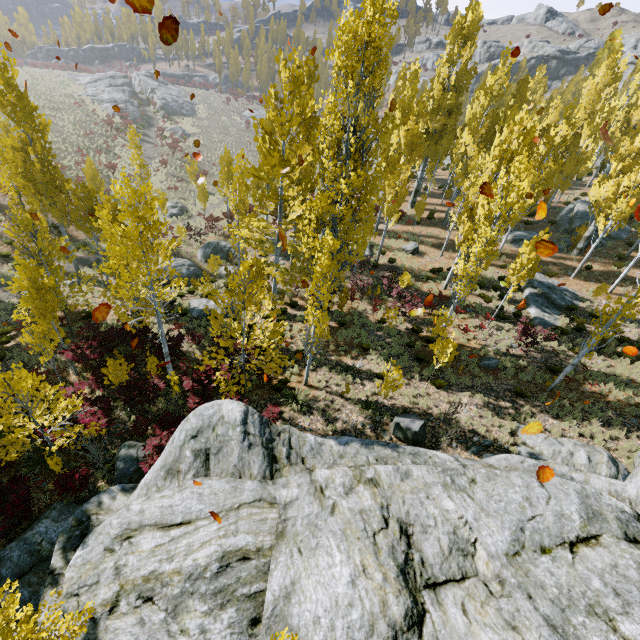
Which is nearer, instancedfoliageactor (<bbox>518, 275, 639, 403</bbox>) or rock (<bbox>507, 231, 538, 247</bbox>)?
instancedfoliageactor (<bbox>518, 275, 639, 403</bbox>)

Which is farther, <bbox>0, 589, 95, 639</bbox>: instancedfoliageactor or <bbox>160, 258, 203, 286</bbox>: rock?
<bbox>160, 258, 203, 286</bbox>: rock

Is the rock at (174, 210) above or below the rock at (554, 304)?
below

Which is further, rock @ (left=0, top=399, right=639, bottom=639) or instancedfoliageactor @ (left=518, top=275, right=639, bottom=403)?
instancedfoliageactor @ (left=518, top=275, right=639, bottom=403)

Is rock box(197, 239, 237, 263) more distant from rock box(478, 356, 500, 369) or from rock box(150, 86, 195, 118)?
rock box(150, 86, 195, 118)

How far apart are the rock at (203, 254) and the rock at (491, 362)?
19.0 meters

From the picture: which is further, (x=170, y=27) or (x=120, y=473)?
(x=120, y=473)

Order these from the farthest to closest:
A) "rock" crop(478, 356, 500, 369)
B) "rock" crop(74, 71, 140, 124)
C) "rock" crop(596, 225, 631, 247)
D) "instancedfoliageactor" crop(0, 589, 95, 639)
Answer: "rock" crop(74, 71, 140, 124)
"rock" crop(596, 225, 631, 247)
"rock" crop(478, 356, 500, 369)
"instancedfoliageactor" crop(0, 589, 95, 639)
